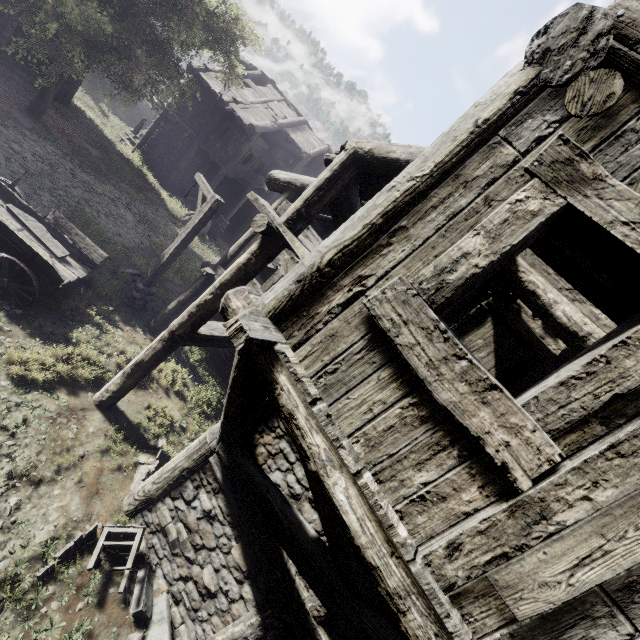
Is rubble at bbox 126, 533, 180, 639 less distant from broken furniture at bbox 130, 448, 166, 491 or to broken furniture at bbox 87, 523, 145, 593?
broken furniture at bbox 87, 523, 145, 593

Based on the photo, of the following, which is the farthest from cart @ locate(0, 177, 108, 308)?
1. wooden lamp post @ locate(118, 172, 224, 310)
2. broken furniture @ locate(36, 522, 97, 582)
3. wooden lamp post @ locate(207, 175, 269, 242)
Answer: wooden lamp post @ locate(207, 175, 269, 242)

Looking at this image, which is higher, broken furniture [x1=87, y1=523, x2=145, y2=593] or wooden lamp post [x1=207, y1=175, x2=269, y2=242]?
broken furniture [x1=87, y1=523, x2=145, y2=593]

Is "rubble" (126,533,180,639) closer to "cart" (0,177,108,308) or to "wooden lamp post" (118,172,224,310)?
"cart" (0,177,108,308)

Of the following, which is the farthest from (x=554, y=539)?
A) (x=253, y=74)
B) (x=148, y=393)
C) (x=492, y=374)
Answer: (x=253, y=74)

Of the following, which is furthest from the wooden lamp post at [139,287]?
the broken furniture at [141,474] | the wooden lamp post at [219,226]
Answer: the wooden lamp post at [219,226]

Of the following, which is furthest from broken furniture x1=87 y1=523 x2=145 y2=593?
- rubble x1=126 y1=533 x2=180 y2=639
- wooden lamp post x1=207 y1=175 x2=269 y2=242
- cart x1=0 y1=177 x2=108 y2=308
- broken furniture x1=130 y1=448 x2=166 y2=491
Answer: wooden lamp post x1=207 y1=175 x2=269 y2=242

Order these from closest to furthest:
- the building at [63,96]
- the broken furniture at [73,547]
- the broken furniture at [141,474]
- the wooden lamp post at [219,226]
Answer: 1. the broken furniture at [73,547]
2. the broken furniture at [141,474]
3. the building at [63,96]
4. the wooden lamp post at [219,226]
